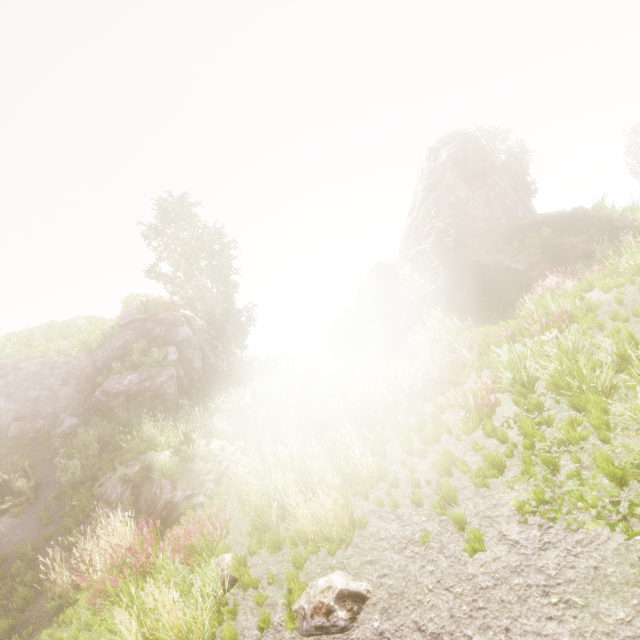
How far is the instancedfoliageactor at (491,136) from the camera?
29.8 meters

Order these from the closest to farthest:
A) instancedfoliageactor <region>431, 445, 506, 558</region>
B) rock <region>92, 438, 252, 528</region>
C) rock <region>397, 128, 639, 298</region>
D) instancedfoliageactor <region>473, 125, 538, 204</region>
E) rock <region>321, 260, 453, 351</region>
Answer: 1. instancedfoliageactor <region>431, 445, 506, 558</region>
2. rock <region>92, 438, 252, 528</region>
3. rock <region>397, 128, 639, 298</region>
4. rock <region>321, 260, 453, 351</region>
5. instancedfoliageactor <region>473, 125, 538, 204</region>

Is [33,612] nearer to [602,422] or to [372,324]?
[602,422]

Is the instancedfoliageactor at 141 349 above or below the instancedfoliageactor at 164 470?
above

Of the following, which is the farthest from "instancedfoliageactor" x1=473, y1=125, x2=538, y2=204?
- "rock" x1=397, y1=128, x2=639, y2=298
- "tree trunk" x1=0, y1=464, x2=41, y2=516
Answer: "tree trunk" x1=0, y1=464, x2=41, y2=516

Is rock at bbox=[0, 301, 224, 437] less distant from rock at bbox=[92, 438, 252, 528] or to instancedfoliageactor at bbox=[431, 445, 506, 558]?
instancedfoliageactor at bbox=[431, 445, 506, 558]

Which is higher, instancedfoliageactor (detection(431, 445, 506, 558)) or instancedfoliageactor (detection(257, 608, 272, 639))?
instancedfoliageactor (detection(431, 445, 506, 558))

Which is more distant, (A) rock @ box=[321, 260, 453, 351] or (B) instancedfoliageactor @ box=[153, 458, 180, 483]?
(A) rock @ box=[321, 260, 453, 351]
